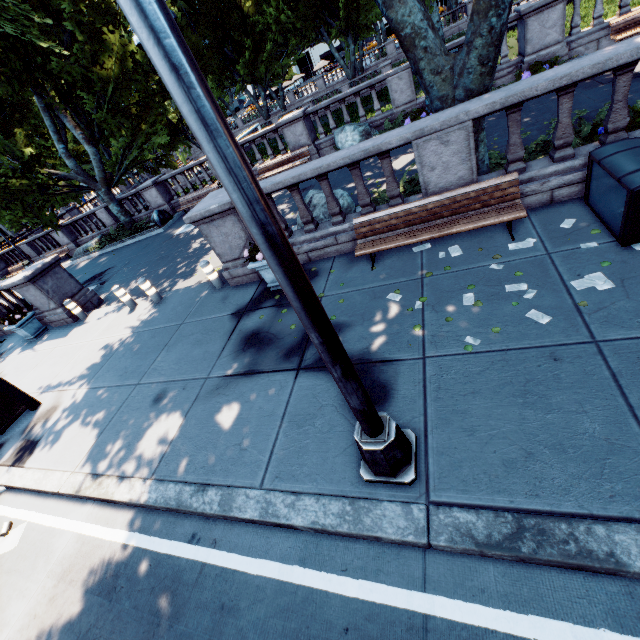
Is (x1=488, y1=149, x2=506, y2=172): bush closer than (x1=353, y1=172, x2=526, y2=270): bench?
No

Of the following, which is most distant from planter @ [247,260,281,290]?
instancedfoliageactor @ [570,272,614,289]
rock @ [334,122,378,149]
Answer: rock @ [334,122,378,149]

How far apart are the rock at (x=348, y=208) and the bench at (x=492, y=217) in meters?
1.7 m

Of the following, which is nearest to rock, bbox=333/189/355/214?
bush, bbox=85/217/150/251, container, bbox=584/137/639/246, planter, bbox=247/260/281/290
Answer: planter, bbox=247/260/281/290

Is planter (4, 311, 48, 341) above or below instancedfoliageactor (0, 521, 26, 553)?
above

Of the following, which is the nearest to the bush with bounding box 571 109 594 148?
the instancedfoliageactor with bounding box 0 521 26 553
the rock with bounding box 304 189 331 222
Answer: the rock with bounding box 304 189 331 222

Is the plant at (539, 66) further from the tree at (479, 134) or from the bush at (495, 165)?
the bush at (495, 165)

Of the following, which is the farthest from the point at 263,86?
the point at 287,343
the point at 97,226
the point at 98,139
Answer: the point at 287,343
